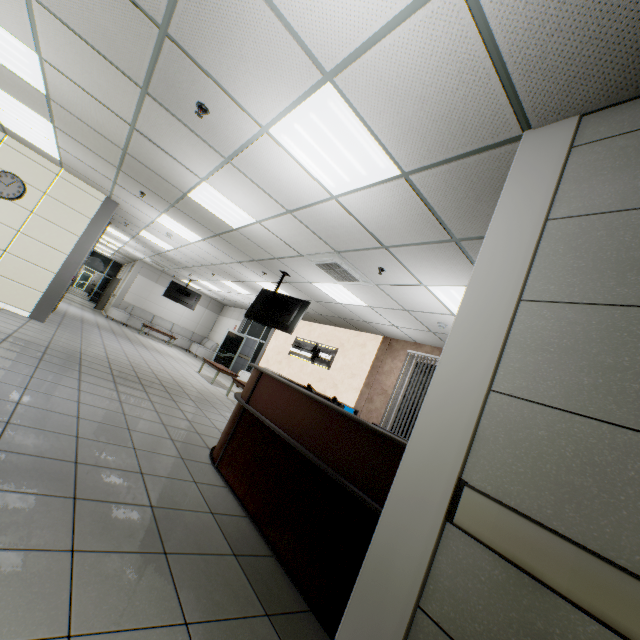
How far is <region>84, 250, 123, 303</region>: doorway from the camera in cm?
2177

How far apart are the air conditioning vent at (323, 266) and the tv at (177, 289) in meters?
10.6

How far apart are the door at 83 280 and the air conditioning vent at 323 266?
38.2 meters

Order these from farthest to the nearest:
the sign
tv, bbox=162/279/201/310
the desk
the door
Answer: the door, tv, bbox=162/279/201/310, the sign, the desk

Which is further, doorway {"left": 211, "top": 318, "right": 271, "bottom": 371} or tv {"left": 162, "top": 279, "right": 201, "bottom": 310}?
tv {"left": 162, "top": 279, "right": 201, "bottom": 310}

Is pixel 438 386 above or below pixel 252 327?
below

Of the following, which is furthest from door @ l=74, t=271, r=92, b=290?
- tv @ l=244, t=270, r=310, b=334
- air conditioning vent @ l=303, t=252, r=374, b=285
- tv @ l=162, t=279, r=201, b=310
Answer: air conditioning vent @ l=303, t=252, r=374, b=285

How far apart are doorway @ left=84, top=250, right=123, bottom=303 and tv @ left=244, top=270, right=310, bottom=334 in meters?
19.1
